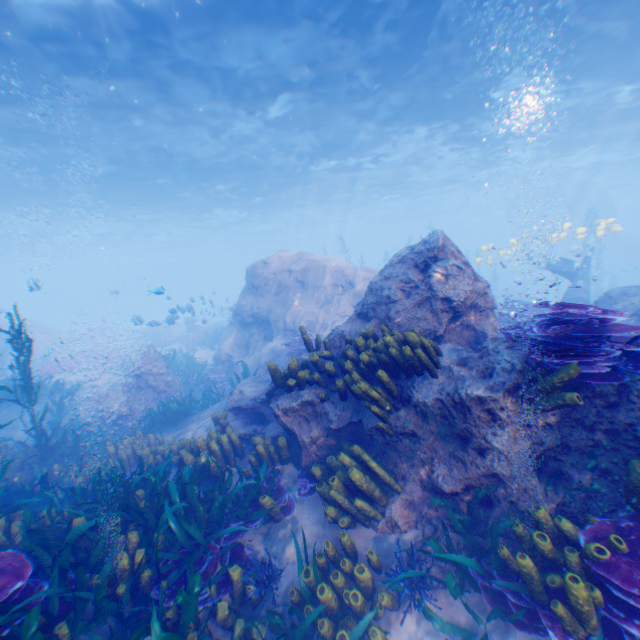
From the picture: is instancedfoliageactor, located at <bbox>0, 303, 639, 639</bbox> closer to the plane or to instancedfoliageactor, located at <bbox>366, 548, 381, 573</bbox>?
instancedfoliageactor, located at <bbox>366, 548, 381, 573</bbox>

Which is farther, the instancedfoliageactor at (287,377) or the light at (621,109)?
the light at (621,109)

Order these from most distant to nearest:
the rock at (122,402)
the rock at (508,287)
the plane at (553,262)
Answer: the rock at (508,287) → the plane at (553,262) → the rock at (122,402)

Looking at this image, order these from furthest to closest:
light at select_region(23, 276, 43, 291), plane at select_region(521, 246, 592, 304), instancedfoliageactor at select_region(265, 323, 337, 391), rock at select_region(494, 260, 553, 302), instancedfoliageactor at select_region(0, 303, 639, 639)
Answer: rock at select_region(494, 260, 553, 302), plane at select_region(521, 246, 592, 304), light at select_region(23, 276, 43, 291), instancedfoliageactor at select_region(265, 323, 337, 391), instancedfoliageactor at select_region(0, 303, 639, 639)

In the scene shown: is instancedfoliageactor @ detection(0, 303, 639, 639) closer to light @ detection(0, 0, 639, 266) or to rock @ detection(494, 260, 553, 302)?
rock @ detection(494, 260, 553, 302)

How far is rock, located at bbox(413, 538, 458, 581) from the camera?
3.6m

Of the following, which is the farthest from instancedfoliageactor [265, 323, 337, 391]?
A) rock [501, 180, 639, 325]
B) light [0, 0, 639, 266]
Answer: light [0, 0, 639, 266]

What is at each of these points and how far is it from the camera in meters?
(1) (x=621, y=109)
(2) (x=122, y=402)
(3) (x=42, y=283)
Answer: (1) light, 20.2 m
(2) rock, 10.7 m
(3) light, 12.6 m
